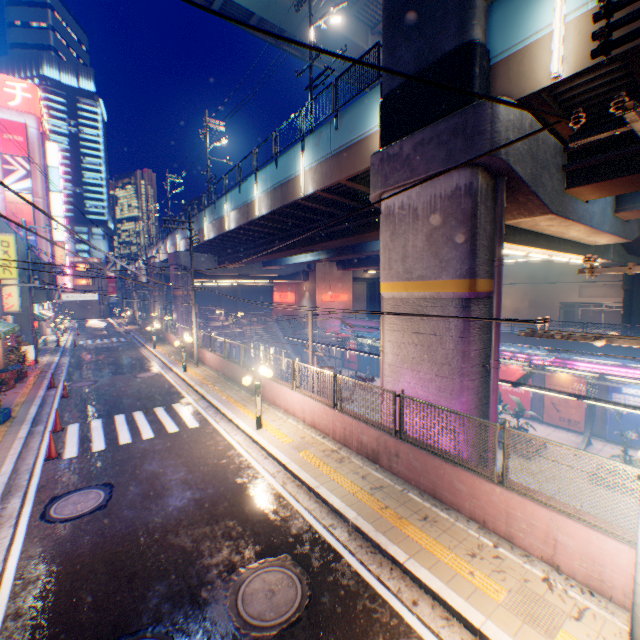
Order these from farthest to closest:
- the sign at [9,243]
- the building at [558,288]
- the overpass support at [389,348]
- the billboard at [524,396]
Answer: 1. the building at [558,288]
2. the billboard at [524,396]
3. the sign at [9,243]
4. the overpass support at [389,348]

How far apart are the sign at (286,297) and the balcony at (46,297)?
27.5m

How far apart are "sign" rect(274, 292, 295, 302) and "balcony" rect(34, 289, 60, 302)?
27.51m

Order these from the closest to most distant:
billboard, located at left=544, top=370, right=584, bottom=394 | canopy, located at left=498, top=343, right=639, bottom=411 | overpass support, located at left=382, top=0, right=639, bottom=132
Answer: overpass support, located at left=382, top=0, right=639, bottom=132, canopy, located at left=498, top=343, right=639, bottom=411, billboard, located at left=544, top=370, right=584, bottom=394

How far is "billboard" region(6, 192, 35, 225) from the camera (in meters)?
41.22

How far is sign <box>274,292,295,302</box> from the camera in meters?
47.6

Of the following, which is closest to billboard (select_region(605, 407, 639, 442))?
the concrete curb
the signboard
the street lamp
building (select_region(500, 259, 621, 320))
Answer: building (select_region(500, 259, 621, 320))

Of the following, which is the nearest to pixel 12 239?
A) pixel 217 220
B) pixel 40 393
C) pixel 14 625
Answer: pixel 40 393
